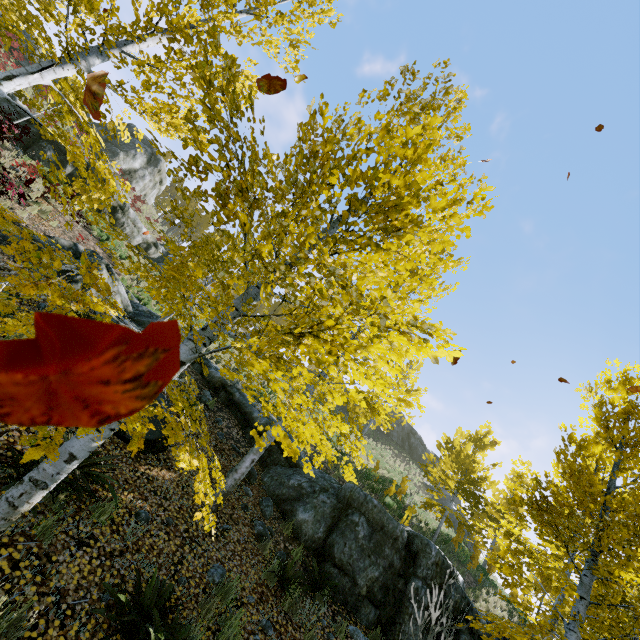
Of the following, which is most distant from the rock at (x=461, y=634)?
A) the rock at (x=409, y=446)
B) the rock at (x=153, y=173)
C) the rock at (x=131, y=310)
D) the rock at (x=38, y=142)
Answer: the rock at (x=153, y=173)

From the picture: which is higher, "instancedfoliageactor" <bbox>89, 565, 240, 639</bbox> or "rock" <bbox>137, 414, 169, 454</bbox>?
"rock" <bbox>137, 414, 169, 454</bbox>

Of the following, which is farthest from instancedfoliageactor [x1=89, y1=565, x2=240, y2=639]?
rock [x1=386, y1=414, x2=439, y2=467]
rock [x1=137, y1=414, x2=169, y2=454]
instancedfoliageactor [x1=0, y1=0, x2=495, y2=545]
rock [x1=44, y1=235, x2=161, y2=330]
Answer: rock [x1=386, y1=414, x2=439, y2=467]

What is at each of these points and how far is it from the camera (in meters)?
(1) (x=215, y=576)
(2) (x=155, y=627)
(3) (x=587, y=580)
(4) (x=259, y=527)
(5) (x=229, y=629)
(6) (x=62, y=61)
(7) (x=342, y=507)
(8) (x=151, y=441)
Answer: (1) rock, 4.93
(2) instancedfoliageactor, 3.38
(3) instancedfoliageactor, 6.47
(4) rock, 6.76
(5) instancedfoliageactor, 4.16
(6) instancedfoliageactor, 5.46
(7) rock, 7.93
(8) rock, 6.12

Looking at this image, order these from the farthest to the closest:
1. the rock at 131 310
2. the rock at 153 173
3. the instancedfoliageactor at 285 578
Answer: the rock at 153 173, the rock at 131 310, the instancedfoliageactor at 285 578

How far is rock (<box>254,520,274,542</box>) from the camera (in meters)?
6.60

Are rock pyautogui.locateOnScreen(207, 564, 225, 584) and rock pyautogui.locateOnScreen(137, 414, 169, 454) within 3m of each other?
yes

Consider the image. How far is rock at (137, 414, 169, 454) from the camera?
6.1 meters
